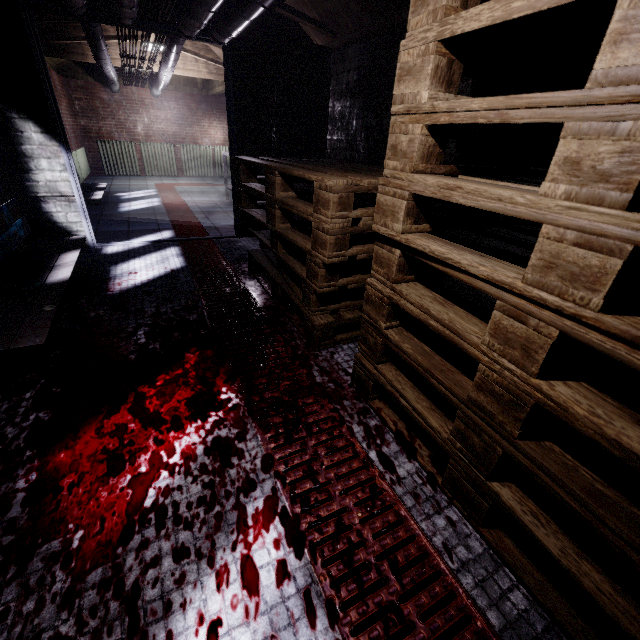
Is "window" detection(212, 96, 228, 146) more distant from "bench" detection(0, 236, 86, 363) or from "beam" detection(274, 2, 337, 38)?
"bench" detection(0, 236, 86, 363)

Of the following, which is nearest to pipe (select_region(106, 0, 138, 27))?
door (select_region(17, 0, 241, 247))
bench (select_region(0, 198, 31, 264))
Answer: door (select_region(17, 0, 241, 247))

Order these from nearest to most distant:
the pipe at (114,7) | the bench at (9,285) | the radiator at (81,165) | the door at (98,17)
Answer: the bench at (9,285) < the pipe at (114,7) < the door at (98,17) < the radiator at (81,165)

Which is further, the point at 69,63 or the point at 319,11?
the point at 69,63

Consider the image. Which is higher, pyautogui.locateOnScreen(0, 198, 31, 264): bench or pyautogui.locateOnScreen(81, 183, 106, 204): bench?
pyautogui.locateOnScreen(0, 198, 31, 264): bench

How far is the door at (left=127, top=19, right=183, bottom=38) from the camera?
2.8m

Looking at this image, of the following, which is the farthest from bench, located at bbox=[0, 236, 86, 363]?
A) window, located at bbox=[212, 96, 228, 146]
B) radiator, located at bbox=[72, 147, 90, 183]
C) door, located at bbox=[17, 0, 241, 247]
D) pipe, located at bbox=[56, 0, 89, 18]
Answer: window, located at bbox=[212, 96, 228, 146]

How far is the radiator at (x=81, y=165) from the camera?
6.4m
